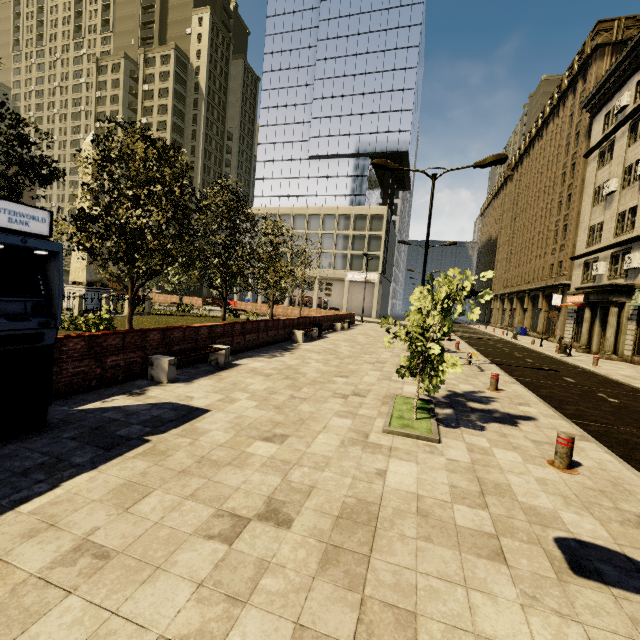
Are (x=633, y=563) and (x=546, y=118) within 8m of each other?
no

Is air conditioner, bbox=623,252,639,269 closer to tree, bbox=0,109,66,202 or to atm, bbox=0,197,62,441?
tree, bbox=0,109,66,202

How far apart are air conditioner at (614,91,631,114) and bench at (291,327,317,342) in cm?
2723

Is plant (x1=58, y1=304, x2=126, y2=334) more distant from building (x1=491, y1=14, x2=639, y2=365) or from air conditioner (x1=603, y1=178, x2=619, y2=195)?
air conditioner (x1=603, y1=178, x2=619, y2=195)

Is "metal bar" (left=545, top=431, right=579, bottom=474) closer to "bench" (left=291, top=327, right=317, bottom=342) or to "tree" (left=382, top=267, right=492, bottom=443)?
"tree" (left=382, top=267, right=492, bottom=443)

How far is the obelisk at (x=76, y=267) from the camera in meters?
21.1

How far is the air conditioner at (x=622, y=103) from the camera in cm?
2275

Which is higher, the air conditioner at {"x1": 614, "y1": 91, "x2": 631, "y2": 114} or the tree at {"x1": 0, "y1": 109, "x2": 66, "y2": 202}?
the air conditioner at {"x1": 614, "y1": 91, "x2": 631, "y2": 114}
